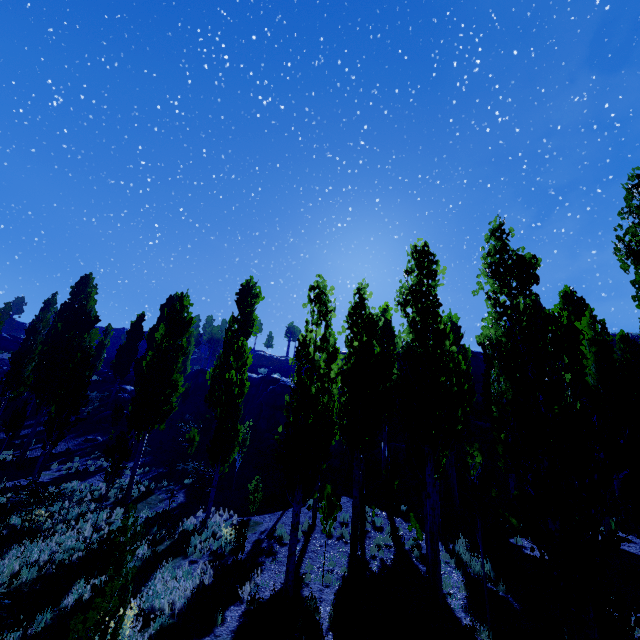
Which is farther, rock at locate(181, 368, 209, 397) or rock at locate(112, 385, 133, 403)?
rock at locate(181, 368, 209, 397)

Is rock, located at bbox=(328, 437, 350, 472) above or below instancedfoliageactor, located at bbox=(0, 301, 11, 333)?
below

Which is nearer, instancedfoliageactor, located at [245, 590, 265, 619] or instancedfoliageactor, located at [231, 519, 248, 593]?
instancedfoliageactor, located at [245, 590, 265, 619]

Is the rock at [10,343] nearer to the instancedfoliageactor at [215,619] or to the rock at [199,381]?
the instancedfoliageactor at [215,619]

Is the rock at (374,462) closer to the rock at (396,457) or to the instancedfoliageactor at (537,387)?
the rock at (396,457)

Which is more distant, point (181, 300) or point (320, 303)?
point (181, 300)

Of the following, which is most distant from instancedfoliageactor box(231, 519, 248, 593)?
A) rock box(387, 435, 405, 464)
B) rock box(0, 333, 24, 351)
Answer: rock box(387, 435, 405, 464)
